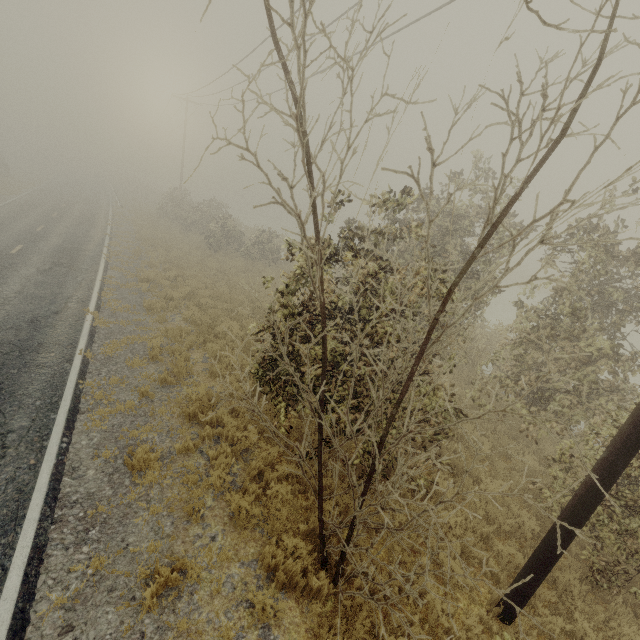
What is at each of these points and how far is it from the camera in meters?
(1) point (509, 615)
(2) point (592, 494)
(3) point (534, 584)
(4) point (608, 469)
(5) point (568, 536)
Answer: (1) utility pole, 5.2 m
(2) utility pole, 4.4 m
(3) utility pole, 5.0 m
(4) utility pole, 4.3 m
(5) utility pole, 4.6 m

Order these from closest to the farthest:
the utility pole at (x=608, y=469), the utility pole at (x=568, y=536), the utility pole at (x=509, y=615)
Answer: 1. the utility pole at (x=608, y=469)
2. the utility pole at (x=568, y=536)
3. the utility pole at (x=509, y=615)

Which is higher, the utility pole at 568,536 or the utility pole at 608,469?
the utility pole at 608,469

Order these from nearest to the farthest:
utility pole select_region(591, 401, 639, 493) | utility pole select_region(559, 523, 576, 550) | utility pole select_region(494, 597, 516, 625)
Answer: utility pole select_region(591, 401, 639, 493) < utility pole select_region(559, 523, 576, 550) < utility pole select_region(494, 597, 516, 625)

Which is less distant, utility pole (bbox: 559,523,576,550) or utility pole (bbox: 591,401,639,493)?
utility pole (bbox: 591,401,639,493)
